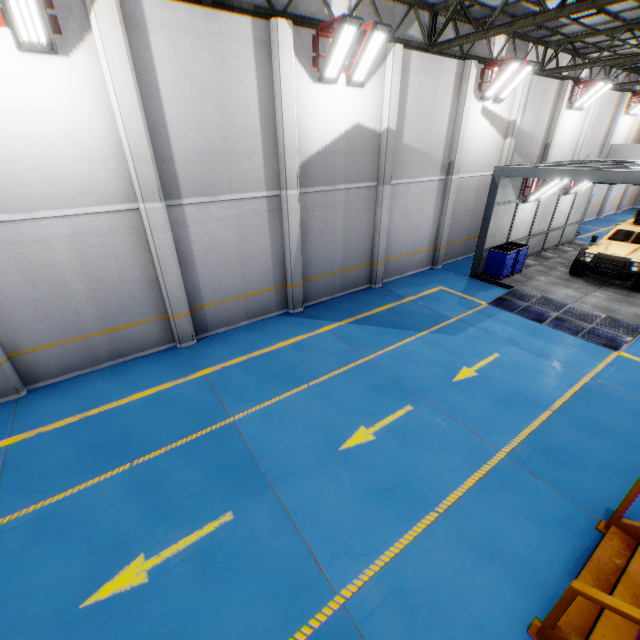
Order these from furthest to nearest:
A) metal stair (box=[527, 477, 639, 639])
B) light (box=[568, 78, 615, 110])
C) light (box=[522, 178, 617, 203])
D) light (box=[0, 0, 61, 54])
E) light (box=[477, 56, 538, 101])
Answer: light (box=[568, 78, 615, 110])
light (box=[522, 178, 617, 203])
light (box=[477, 56, 538, 101])
light (box=[0, 0, 61, 54])
metal stair (box=[527, 477, 639, 639])

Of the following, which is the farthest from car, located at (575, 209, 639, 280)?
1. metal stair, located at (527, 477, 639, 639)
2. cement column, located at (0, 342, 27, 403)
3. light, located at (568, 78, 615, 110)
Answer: cement column, located at (0, 342, 27, 403)

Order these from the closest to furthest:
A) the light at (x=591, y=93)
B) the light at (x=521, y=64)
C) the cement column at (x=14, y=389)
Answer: the cement column at (x=14, y=389)
the light at (x=521, y=64)
the light at (x=591, y=93)

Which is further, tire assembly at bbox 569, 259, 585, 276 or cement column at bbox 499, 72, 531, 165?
cement column at bbox 499, 72, 531, 165

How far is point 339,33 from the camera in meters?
7.9

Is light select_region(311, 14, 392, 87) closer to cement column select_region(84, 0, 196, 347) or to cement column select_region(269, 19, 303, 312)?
cement column select_region(269, 19, 303, 312)

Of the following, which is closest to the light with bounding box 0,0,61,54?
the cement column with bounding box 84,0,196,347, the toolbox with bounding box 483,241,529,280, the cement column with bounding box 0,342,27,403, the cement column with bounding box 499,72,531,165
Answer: the cement column with bounding box 84,0,196,347

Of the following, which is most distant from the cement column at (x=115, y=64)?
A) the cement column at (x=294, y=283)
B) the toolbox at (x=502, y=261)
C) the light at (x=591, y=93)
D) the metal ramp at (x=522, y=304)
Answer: the light at (x=591, y=93)
